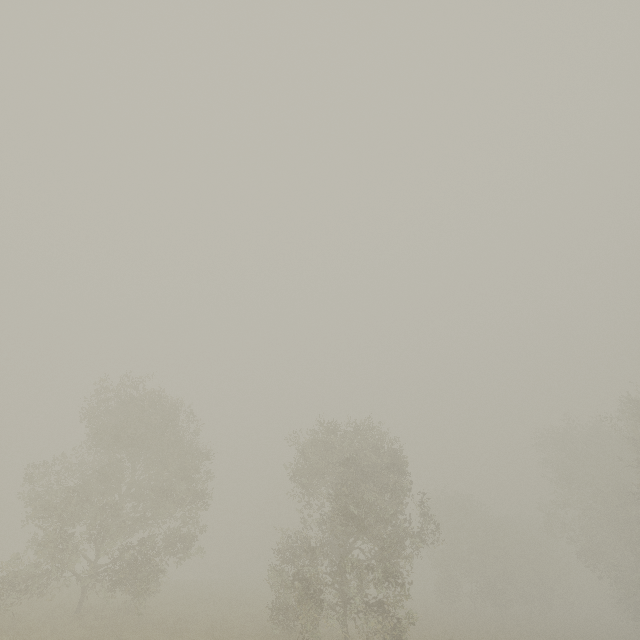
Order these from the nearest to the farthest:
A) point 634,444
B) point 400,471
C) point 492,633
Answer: point 400,471
point 634,444
point 492,633
